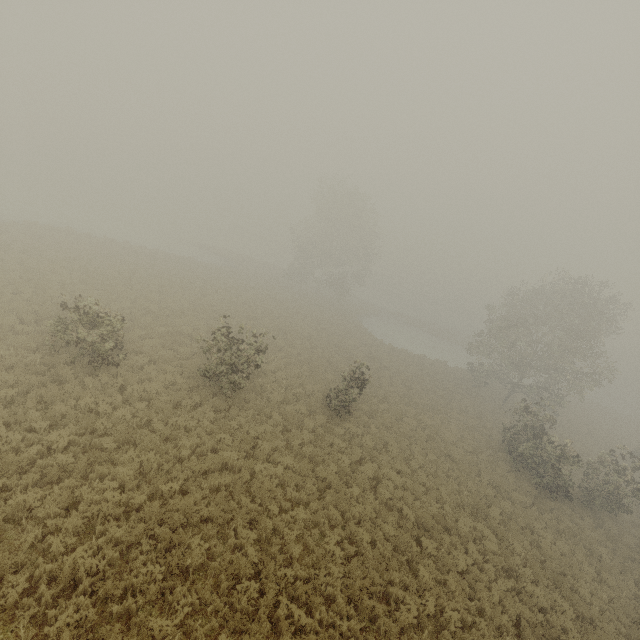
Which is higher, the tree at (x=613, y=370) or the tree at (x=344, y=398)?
the tree at (x=613, y=370)

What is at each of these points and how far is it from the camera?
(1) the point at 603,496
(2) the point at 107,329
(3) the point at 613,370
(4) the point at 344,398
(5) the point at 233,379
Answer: (1) tree, 18.5 meters
(2) tree, 13.5 meters
(3) tree, 27.9 meters
(4) tree, 18.0 meters
(5) tree, 15.2 meters

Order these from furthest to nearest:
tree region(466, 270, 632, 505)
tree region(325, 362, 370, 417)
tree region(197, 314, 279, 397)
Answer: tree region(466, 270, 632, 505) < tree region(325, 362, 370, 417) < tree region(197, 314, 279, 397)

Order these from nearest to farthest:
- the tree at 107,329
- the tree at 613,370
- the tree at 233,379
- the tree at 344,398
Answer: the tree at 107,329 → the tree at 233,379 → the tree at 344,398 → the tree at 613,370

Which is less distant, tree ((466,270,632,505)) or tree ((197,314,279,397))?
tree ((197,314,279,397))

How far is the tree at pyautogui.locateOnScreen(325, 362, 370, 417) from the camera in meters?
17.5
